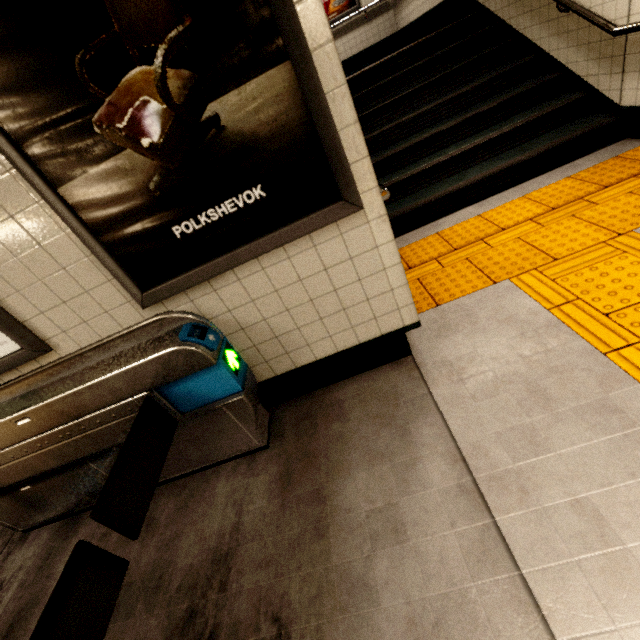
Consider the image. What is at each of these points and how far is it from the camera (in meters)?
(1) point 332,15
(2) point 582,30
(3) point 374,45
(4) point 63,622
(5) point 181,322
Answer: (1) sign, 7.31
(2) stairs, 3.28
(3) building, 7.68
(4) ticket barrier, 1.04
(5) ticket barrier, 1.81

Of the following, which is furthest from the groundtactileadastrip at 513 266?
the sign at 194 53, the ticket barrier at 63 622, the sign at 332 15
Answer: the sign at 332 15

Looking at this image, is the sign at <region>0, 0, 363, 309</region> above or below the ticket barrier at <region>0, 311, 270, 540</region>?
above

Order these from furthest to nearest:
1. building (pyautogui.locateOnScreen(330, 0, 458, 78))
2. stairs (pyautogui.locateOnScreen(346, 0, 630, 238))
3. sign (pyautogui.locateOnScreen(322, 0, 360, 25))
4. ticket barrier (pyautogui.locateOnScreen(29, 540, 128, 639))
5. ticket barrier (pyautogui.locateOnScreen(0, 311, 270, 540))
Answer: sign (pyautogui.locateOnScreen(322, 0, 360, 25)), building (pyautogui.locateOnScreen(330, 0, 458, 78)), stairs (pyautogui.locateOnScreen(346, 0, 630, 238)), ticket barrier (pyautogui.locateOnScreen(0, 311, 270, 540)), ticket barrier (pyautogui.locateOnScreen(29, 540, 128, 639))

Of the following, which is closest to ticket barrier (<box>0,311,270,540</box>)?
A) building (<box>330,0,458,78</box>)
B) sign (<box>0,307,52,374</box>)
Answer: sign (<box>0,307,52,374</box>)

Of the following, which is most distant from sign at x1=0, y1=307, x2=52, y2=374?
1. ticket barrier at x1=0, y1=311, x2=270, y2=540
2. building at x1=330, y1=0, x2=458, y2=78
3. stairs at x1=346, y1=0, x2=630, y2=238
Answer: building at x1=330, y1=0, x2=458, y2=78

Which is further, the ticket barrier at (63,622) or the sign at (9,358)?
the sign at (9,358)

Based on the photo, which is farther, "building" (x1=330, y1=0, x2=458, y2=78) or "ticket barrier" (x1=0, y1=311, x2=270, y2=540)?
"building" (x1=330, y1=0, x2=458, y2=78)
